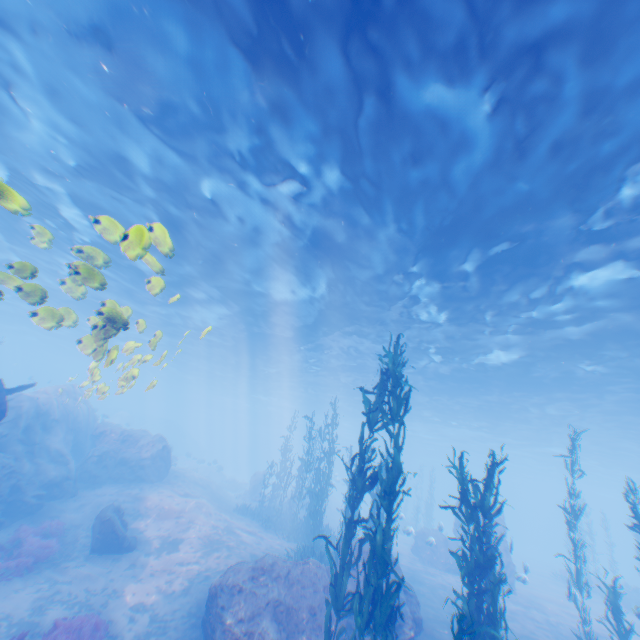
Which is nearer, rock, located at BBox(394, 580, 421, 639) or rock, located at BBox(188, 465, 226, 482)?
rock, located at BBox(394, 580, 421, 639)

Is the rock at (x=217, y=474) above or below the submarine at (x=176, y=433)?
below

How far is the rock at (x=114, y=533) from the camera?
12.93m

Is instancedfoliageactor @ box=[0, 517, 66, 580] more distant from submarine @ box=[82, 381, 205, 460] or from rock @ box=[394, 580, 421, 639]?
submarine @ box=[82, 381, 205, 460]

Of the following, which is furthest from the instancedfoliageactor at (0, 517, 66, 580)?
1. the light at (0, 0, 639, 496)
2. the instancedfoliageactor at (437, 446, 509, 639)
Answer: the light at (0, 0, 639, 496)

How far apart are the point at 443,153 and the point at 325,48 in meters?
4.2

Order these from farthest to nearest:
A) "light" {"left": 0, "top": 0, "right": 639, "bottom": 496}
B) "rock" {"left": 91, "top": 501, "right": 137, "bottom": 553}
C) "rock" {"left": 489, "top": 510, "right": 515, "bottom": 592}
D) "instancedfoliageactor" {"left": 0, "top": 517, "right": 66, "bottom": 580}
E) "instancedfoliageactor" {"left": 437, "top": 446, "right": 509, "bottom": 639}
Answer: "rock" {"left": 489, "top": 510, "right": 515, "bottom": 592}, "rock" {"left": 91, "top": 501, "right": 137, "bottom": 553}, "instancedfoliageactor" {"left": 0, "top": 517, "right": 66, "bottom": 580}, "light" {"left": 0, "top": 0, "right": 639, "bottom": 496}, "instancedfoliageactor" {"left": 437, "top": 446, "right": 509, "bottom": 639}

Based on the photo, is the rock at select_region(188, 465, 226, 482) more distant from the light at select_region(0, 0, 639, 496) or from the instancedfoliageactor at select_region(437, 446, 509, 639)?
the instancedfoliageactor at select_region(437, 446, 509, 639)
